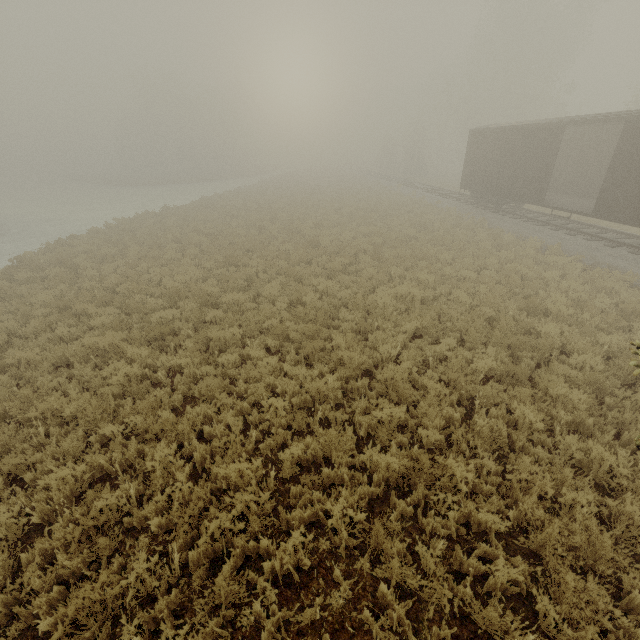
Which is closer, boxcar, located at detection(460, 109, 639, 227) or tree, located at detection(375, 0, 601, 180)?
boxcar, located at detection(460, 109, 639, 227)

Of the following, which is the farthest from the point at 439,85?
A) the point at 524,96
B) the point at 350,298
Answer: the point at 350,298

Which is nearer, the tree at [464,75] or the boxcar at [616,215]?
the boxcar at [616,215]
